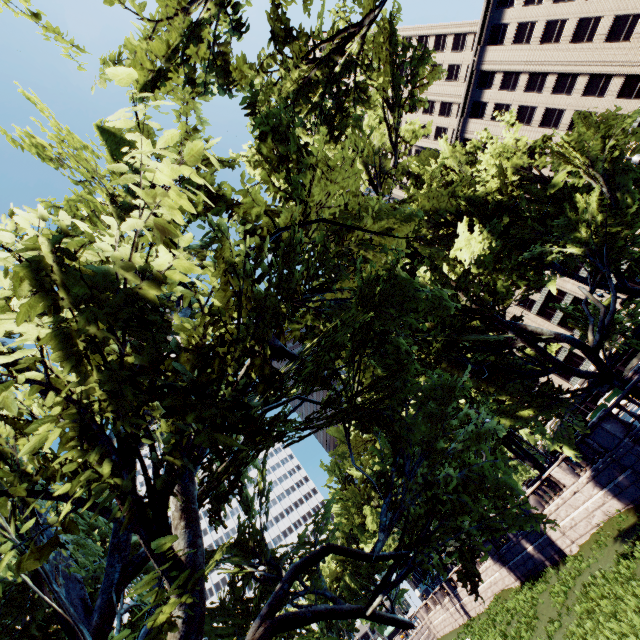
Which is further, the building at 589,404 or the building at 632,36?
the building at 589,404

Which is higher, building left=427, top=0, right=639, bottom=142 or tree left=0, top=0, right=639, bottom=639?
building left=427, top=0, right=639, bottom=142

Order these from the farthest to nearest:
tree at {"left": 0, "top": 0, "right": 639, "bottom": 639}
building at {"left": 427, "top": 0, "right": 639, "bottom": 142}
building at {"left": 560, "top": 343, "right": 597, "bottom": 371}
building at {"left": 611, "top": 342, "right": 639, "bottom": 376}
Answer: building at {"left": 560, "top": 343, "right": 597, "bottom": 371}, building at {"left": 611, "top": 342, "right": 639, "bottom": 376}, building at {"left": 427, "top": 0, "right": 639, "bottom": 142}, tree at {"left": 0, "top": 0, "right": 639, "bottom": 639}

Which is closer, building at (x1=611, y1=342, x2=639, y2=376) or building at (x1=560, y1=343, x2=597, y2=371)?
building at (x1=611, y1=342, x2=639, y2=376)

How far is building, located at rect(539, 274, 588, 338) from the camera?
54.58m

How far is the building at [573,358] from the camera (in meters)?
57.27

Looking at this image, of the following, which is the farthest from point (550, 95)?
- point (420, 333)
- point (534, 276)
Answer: point (420, 333)
